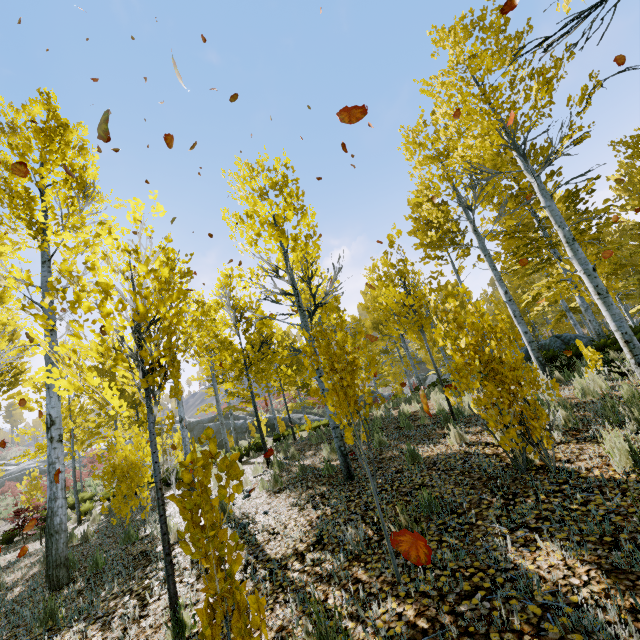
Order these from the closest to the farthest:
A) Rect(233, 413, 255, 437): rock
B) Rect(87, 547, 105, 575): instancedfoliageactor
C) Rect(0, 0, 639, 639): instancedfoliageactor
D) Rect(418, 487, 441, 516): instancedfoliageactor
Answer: Rect(0, 0, 639, 639): instancedfoliageactor → Rect(418, 487, 441, 516): instancedfoliageactor → Rect(87, 547, 105, 575): instancedfoliageactor → Rect(233, 413, 255, 437): rock

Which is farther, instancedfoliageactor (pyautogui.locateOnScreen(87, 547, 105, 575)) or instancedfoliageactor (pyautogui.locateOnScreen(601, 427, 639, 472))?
instancedfoliageactor (pyautogui.locateOnScreen(87, 547, 105, 575))

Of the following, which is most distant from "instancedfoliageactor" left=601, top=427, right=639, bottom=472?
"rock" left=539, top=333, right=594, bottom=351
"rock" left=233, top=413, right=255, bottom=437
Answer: "rock" left=233, top=413, right=255, bottom=437

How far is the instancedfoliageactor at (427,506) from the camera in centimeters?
364cm

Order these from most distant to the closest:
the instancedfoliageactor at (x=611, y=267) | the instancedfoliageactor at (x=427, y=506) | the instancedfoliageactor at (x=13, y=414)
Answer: the instancedfoliageactor at (x=13, y=414)
the instancedfoliageactor at (x=427, y=506)
the instancedfoliageactor at (x=611, y=267)

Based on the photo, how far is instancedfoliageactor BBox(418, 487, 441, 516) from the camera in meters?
3.6

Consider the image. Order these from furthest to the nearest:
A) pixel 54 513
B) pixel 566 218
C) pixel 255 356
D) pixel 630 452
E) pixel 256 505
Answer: pixel 566 218, pixel 255 356, pixel 256 505, pixel 54 513, pixel 630 452
